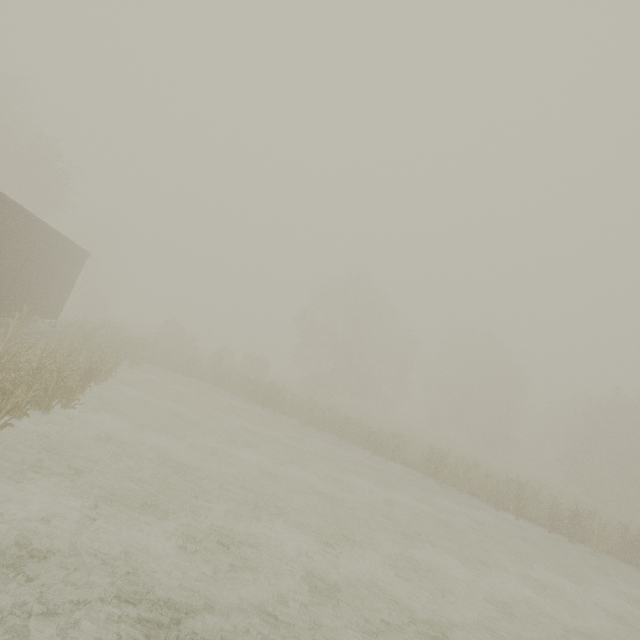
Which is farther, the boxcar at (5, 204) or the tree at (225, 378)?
the tree at (225, 378)

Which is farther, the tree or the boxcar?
the tree

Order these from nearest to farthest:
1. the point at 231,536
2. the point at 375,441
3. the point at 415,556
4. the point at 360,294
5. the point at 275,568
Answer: the point at 275,568
the point at 231,536
the point at 415,556
the point at 375,441
the point at 360,294
